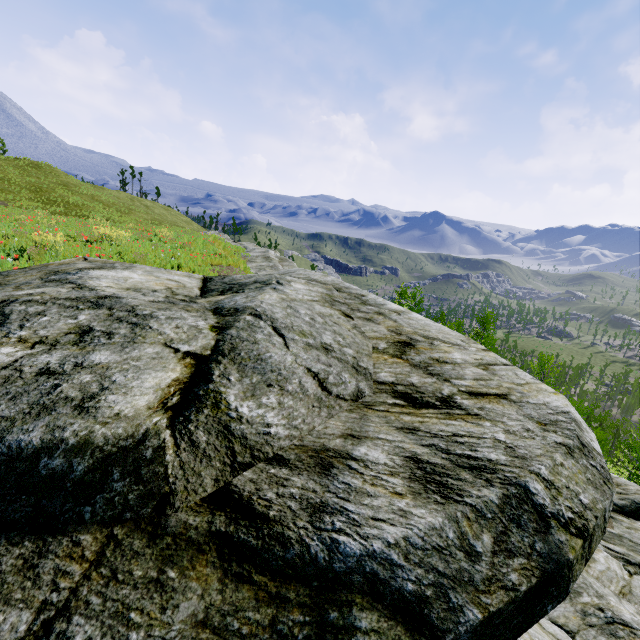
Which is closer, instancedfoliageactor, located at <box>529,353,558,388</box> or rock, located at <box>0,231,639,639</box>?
rock, located at <box>0,231,639,639</box>

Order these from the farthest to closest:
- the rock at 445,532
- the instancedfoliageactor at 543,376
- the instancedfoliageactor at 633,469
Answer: the instancedfoliageactor at 633,469 < the instancedfoliageactor at 543,376 < the rock at 445,532

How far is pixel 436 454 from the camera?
1.7 meters

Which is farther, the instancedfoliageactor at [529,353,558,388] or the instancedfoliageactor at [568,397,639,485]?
the instancedfoliageactor at [568,397,639,485]

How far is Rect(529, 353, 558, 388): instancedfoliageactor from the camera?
15.2 meters

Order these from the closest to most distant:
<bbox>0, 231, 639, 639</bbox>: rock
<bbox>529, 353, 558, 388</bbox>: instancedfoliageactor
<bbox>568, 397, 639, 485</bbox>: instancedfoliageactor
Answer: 1. <bbox>0, 231, 639, 639</bbox>: rock
2. <bbox>529, 353, 558, 388</bbox>: instancedfoliageactor
3. <bbox>568, 397, 639, 485</bbox>: instancedfoliageactor

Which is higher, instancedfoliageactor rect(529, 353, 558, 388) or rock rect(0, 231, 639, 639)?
rock rect(0, 231, 639, 639)

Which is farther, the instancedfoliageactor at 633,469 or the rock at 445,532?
the instancedfoliageactor at 633,469
